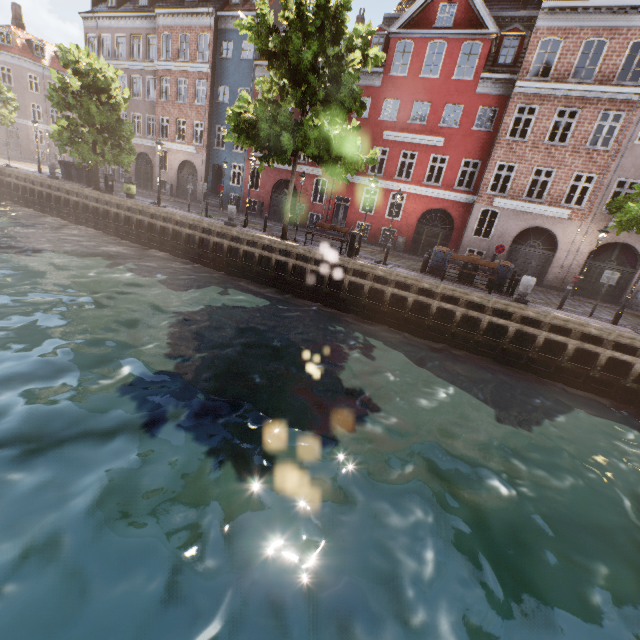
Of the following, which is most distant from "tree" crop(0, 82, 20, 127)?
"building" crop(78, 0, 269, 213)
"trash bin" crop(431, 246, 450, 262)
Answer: "trash bin" crop(431, 246, 450, 262)

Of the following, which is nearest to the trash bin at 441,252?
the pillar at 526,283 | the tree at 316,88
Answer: the pillar at 526,283

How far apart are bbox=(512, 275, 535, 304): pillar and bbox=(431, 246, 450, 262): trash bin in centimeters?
328cm

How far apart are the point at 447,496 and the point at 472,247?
18.4 meters

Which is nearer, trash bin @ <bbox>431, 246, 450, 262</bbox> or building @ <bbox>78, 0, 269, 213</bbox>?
trash bin @ <bbox>431, 246, 450, 262</bbox>

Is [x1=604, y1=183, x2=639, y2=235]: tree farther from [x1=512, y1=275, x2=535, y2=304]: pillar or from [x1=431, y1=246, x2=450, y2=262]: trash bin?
[x1=431, y1=246, x2=450, y2=262]: trash bin

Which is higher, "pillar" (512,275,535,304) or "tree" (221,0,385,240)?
"tree" (221,0,385,240)

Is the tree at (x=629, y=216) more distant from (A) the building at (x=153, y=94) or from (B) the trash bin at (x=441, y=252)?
(B) the trash bin at (x=441, y=252)
